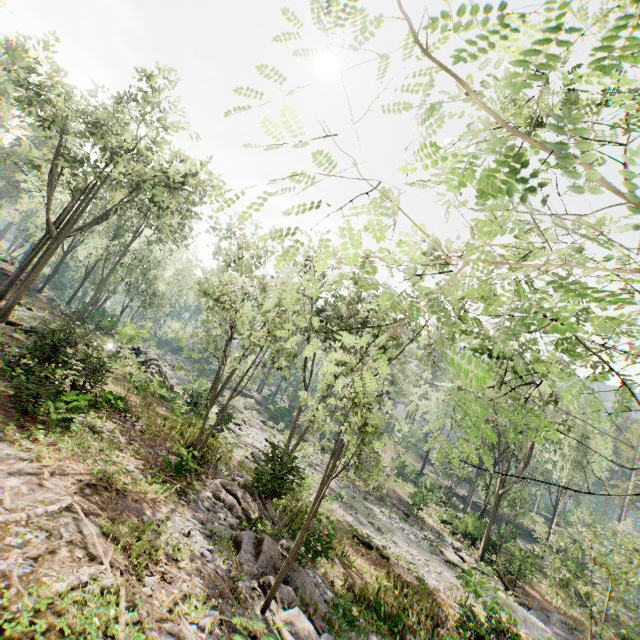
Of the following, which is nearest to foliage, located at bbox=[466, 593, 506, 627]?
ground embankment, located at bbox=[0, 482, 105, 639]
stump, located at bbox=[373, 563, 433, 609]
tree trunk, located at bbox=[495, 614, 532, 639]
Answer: tree trunk, located at bbox=[495, 614, 532, 639]

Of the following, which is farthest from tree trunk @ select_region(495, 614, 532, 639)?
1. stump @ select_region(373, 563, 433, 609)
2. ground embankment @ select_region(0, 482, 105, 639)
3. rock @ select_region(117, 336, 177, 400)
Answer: rock @ select_region(117, 336, 177, 400)

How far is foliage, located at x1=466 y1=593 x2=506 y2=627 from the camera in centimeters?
1403cm

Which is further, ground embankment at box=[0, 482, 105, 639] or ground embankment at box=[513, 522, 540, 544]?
ground embankment at box=[513, 522, 540, 544]

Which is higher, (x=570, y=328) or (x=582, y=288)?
(x=582, y=288)

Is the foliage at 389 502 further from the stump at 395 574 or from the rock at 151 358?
the stump at 395 574

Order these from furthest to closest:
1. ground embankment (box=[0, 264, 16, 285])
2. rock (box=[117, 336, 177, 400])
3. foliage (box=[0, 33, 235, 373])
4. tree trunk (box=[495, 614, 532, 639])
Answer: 1. ground embankment (box=[0, 264, 16, 285])
2. rock (box=[117, 336, 177, 400])
3. foliage (box=[0, 33, 235, 373])
4. tree trunk (box=[495, 614, 532, 639])

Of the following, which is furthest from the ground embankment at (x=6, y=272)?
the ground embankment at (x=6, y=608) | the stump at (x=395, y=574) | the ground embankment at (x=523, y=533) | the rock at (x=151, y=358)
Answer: the ground embankment at (x=523, y=533)
